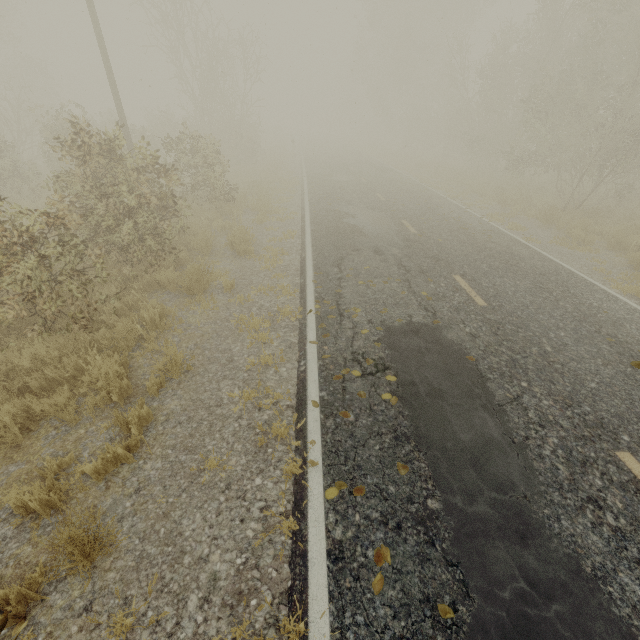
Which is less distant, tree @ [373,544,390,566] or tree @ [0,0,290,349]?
tree @ [373,544,390,566]

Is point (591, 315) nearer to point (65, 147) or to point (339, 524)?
point (339, 524)

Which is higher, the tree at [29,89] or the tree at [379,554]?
the tree at [29,89]

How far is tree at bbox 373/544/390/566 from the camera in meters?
2.9 m

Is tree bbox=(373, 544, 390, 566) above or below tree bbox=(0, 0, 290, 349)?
below

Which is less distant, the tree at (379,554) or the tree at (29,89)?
the tree at (379,554)
